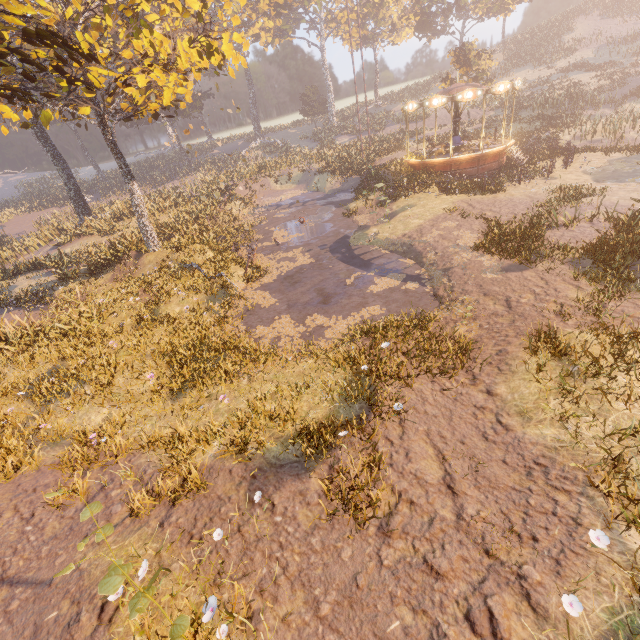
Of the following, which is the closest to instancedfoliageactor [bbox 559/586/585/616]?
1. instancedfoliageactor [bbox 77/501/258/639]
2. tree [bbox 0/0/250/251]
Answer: instancedfoliageactor [bbox 77/501/258/639]

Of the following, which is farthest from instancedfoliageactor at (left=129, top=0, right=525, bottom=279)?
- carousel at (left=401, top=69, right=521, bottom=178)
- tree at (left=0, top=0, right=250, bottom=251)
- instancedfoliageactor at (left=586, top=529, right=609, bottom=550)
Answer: instancedfoliageactor at (left=586, top=529, right=609, bottom=550)

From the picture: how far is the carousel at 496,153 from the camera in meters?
20.4 m

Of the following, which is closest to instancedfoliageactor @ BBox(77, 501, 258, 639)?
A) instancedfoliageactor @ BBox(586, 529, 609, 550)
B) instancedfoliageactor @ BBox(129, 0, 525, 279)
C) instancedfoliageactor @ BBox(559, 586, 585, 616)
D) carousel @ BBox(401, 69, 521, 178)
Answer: instancedfoliageactor @ BBox(559, 586, 585, 616)

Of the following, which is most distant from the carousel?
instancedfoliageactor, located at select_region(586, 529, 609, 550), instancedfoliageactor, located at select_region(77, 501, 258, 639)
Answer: instancedfoliageactor, located at select_region(77, 501, 258, 639)

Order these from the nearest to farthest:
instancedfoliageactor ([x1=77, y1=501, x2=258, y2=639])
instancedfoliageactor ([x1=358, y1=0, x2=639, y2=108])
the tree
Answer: instancedfoliageactor ([x1=77, y1=501, x2=258, y2=639]) < the tree < instancedfoliageactor ([x1=358, y1=0, x2=639, y2=108])

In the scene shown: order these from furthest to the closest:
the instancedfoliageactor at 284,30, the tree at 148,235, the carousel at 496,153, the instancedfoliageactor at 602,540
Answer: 1. the carousel at 496,153
2. the instancedfoliageactor at 284,30
3. the tree at 148,235
4. the instancedfoliageactor at 602,540

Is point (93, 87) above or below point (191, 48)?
below
